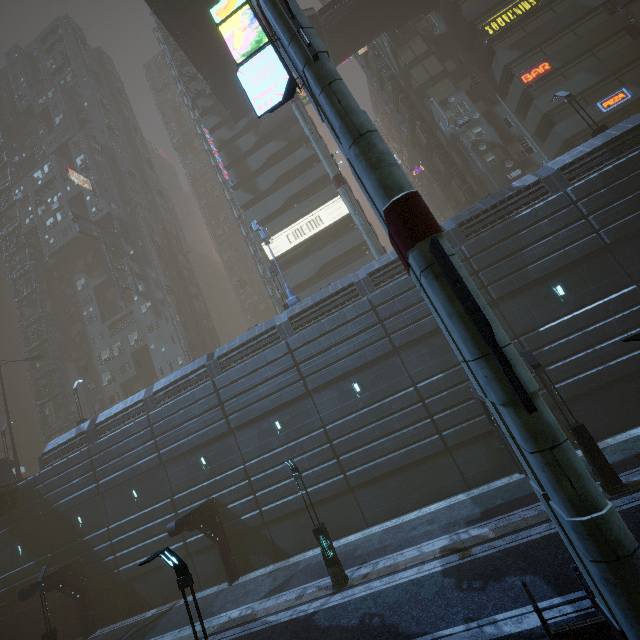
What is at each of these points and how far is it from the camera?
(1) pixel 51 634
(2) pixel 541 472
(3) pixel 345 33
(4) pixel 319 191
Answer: (1) street light, 17.7m
(2) sm, 5.6m
(3) bridge, 31.3m
(4) building, 36.1m

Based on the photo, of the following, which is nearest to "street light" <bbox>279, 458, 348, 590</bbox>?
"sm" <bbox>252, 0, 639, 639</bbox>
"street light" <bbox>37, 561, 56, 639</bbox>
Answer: "sm" <bbox>252, 0, 639, 639</bbox>

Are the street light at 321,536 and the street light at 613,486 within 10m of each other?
no

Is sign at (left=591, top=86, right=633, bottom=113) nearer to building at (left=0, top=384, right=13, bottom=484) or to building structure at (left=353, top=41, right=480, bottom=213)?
building at (left=0, top=384, right=13, bottom=484)

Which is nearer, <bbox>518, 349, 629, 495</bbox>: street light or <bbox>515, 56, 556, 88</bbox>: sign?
<bbox>518, 349, 629, 495</bbox>: street light

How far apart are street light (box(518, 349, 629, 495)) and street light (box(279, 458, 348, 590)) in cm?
1057

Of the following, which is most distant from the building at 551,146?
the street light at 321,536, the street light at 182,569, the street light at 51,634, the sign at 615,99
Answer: the street light at 321,536

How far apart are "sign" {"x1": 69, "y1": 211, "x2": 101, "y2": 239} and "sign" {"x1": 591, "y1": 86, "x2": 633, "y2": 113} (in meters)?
54.30
